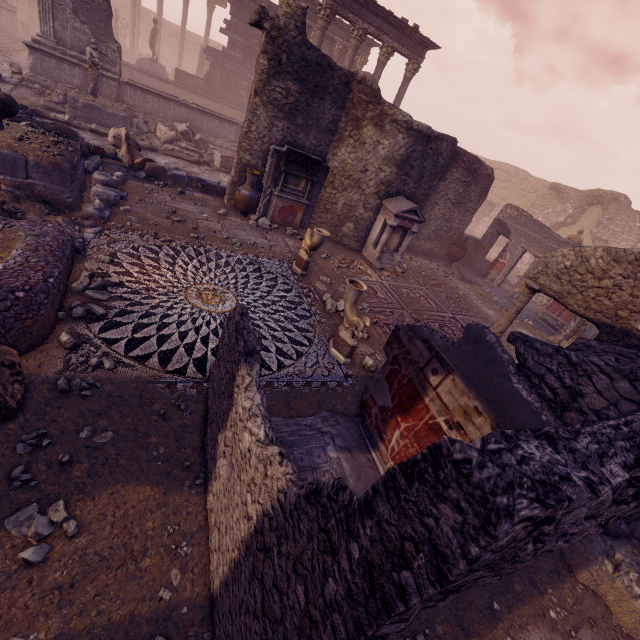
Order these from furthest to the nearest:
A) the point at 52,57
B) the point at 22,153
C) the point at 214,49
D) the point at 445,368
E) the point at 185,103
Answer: the point at 214,49 < the point at 185,103 < the point at 52,57 < the point at 22,153 < the point at 445,368

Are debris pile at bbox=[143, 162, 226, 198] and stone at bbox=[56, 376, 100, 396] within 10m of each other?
yes

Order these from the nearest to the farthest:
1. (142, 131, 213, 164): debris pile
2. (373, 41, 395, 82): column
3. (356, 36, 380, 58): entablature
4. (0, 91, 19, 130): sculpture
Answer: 1. (0, 91, 19, 130): sculpture
2. (142, 131, 213, 164): debris pile
3. (373, 41, 395, 82): column
4. (356, 36, 380, 58): entablature

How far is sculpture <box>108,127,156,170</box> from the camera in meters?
9.5 m

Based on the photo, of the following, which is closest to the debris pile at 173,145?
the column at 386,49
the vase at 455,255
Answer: the column at 386,49

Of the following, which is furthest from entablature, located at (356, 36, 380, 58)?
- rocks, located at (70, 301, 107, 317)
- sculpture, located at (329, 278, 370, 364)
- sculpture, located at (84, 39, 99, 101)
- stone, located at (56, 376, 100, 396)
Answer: stone, located at (56, 376, 100, 396)

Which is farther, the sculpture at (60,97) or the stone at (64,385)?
the sculpture at (60,97)

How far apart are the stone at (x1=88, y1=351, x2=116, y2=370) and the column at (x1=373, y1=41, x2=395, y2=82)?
17.9 meters
